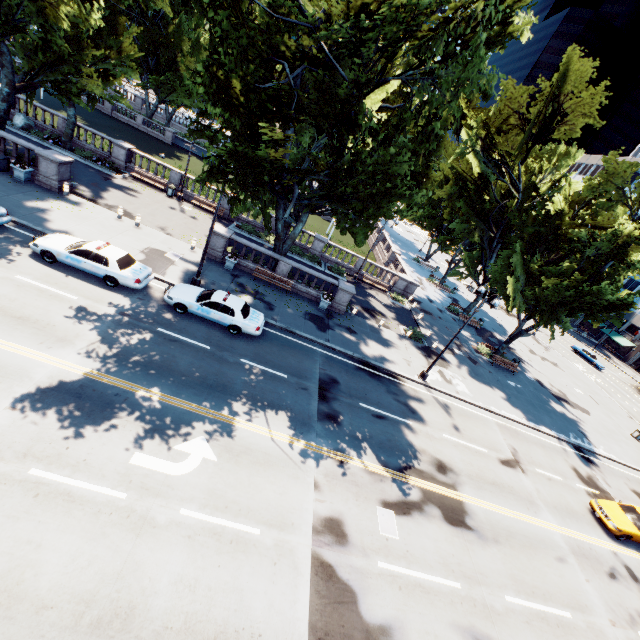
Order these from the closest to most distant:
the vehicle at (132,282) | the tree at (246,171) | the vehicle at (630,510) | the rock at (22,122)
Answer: the tree at (246,171) → the vehicle at (132,282) → the vehicle at (630,510) → the rock at (22,122)

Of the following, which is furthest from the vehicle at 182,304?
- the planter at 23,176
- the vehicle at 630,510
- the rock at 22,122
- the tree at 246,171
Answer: the vehicle at 630,510

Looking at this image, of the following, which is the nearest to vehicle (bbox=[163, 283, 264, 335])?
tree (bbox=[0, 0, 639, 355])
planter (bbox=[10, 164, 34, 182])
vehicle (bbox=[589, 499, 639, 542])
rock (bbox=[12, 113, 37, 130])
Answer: tree (bbox=[0, 0, 639, 355])

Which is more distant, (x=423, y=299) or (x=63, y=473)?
(x=423, y=299)

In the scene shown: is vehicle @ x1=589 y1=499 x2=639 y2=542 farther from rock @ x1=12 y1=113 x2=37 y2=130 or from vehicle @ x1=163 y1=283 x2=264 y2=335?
rock @ x1=12 y1=113 x2=37 y2=130

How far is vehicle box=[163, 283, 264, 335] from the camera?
16.7 meters

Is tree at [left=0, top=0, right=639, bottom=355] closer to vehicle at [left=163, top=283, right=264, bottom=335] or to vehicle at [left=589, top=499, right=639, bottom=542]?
vehicle at [left=163, top=283, right=264, bottom=335]
